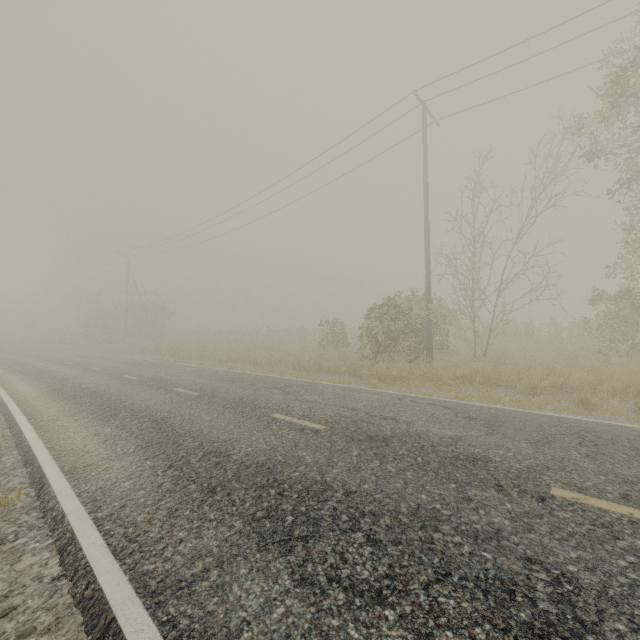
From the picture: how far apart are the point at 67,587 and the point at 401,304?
12.62m
